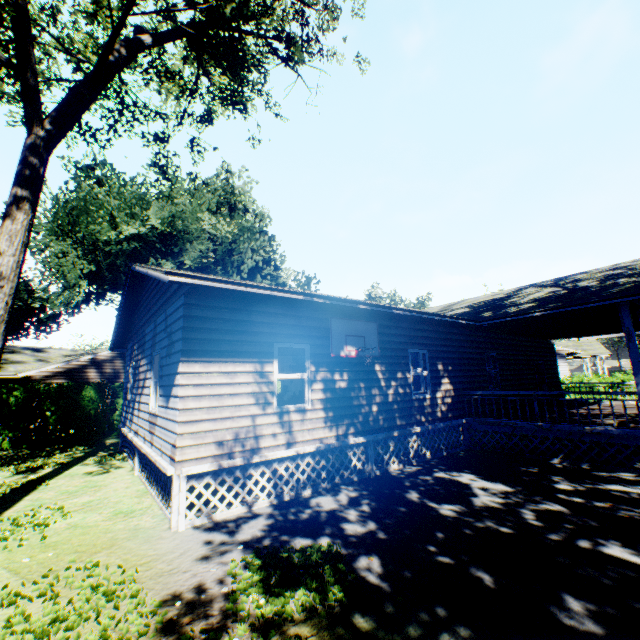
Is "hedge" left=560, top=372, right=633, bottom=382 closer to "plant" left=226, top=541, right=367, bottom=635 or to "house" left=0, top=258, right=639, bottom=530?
"house" left=0, top=258, right=639, bottom=530

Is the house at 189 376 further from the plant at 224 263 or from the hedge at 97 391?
the plant at 224 263

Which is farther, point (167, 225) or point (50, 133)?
point (167, 225)

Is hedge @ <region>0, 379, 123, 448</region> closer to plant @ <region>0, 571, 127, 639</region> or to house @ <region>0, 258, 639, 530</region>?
plant @ <region>0, 571, 127, 639</region>

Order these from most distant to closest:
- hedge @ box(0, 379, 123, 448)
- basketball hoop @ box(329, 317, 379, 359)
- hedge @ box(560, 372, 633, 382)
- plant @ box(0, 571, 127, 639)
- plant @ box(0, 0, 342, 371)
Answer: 1. hedge @ box(560, 372, 633, 382)
2. hedge @ box(0, 379, 123, 448)
3. basketball hoop @ box(329, 317, 379, 359)
4. plant @ box(0, 0, 342, 371)
5. plant @ box(0, 571, 127, 639)

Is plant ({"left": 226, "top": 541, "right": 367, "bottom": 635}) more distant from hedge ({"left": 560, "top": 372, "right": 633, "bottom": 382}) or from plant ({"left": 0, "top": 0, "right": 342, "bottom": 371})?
hedge ({"left": 560, "top": 372, "right": 633, "bottom": 382})

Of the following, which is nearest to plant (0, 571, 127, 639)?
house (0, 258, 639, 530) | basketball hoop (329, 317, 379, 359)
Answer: house (0, 258, 639, 530)

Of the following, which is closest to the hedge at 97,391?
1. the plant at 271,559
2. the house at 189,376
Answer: the plant at 271,559
